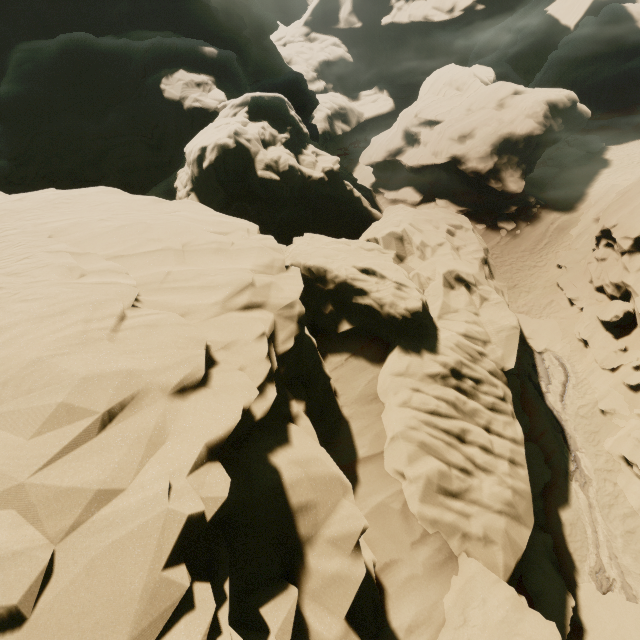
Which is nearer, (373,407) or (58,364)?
(58,364)

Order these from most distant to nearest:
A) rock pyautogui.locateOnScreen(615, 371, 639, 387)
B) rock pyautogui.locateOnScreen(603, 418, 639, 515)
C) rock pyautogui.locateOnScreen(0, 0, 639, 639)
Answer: rock pyautogui.locateOnScreen(615, 371, 639, 387) → rock pyautogui.locateOnScreen(603, 418, 639, 515) → rock pyautogui.locateOnScreen(0, 0, 639, 639)

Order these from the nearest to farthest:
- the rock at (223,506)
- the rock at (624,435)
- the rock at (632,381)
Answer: the rock at (223,506)
the rock at (624,435)
the rock at (632,381)

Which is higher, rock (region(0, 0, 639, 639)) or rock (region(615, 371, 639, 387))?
rock (region(0, 0, 639, 639))

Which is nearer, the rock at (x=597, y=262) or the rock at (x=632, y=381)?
the rock at (x=632, y=381)

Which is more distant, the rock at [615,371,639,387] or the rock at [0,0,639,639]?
the rock at [615,371,639,387]
